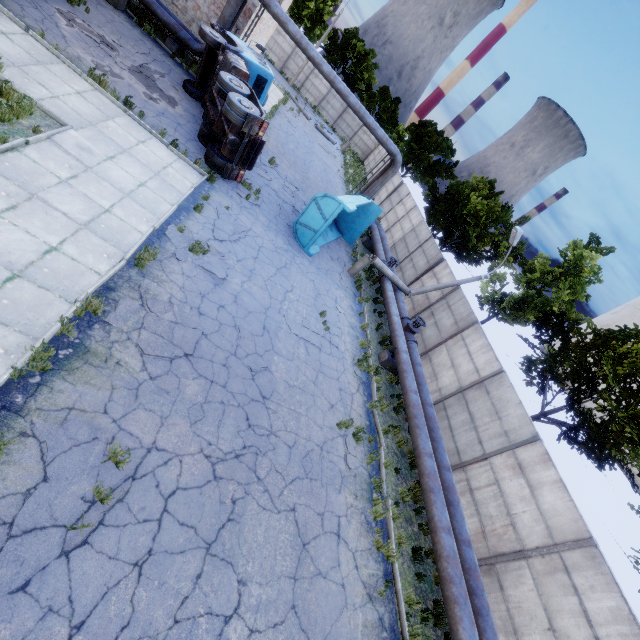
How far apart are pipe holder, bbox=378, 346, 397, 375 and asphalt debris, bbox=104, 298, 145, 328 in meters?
8.1

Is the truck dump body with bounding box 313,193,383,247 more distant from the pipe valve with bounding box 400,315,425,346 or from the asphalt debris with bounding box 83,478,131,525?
the asphalt debris with bounding box 83,478,131,525

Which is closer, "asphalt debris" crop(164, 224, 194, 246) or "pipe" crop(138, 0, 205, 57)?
"asphalt debris" crop(164, 224, 194, 246)

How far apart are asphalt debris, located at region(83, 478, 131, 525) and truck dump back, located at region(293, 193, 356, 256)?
11.2 meters

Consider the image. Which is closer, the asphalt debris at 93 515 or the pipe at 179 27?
the asphalt debris at 93 515

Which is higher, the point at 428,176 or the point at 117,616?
the point at 428,176

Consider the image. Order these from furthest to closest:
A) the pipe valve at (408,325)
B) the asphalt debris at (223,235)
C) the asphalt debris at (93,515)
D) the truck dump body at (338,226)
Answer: the truck dump body at (338,226) → the pipe valve at (408,325) → the asphalt debris at (223,235) → the asphalt debris at (93,515)

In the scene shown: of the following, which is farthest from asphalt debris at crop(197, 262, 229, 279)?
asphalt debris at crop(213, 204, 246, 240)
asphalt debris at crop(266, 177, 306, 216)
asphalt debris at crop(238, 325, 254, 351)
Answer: asphalt debris at crop(266, 177, 306, 216)
